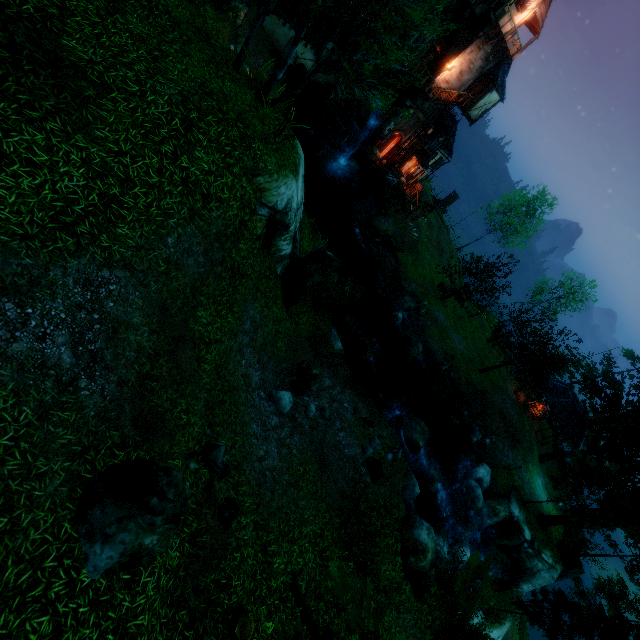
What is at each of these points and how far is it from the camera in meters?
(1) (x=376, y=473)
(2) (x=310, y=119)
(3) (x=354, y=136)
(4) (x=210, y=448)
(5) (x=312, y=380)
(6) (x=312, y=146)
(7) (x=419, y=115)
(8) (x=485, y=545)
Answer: (1) rock, 13.5 m
(2) piling, 30.6 m
(3) water wheel, 29.4 m
(4) rock, 8.1 m
(5) rock, 14.2 m
(6) piling, 30.5 m
(7) tower, 30.3 m
(8) rock, 23.4 m

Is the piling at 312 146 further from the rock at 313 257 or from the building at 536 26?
the rock at 313 257

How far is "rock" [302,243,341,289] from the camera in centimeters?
1720cm

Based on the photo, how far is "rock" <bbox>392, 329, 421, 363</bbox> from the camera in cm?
2517

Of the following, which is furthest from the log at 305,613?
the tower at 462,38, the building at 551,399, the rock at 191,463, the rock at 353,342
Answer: the tower at 462,38

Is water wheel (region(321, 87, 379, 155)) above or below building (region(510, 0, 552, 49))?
below

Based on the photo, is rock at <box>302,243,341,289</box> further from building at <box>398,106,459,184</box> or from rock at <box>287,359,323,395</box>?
building at <box>398,106,459,184</box>

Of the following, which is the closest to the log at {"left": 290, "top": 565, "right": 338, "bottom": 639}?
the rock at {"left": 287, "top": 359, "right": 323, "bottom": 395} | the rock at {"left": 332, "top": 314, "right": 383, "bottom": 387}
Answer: the rock at {"left": 287, "top": 359, "right": 323, "bottom": 395}
